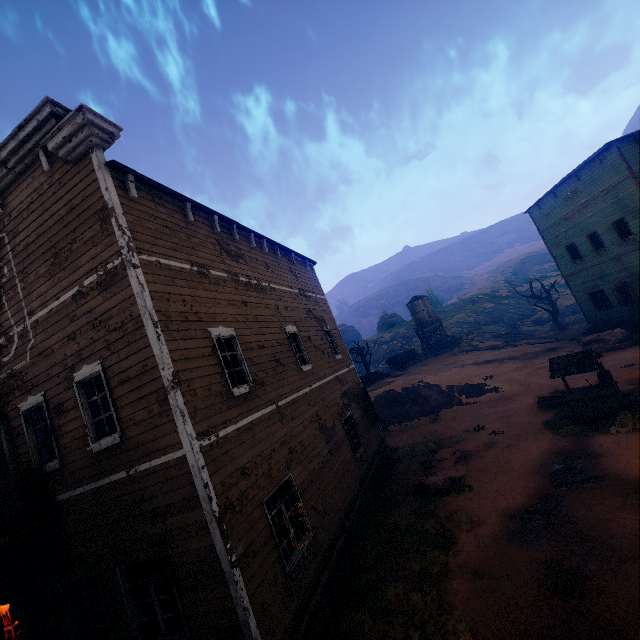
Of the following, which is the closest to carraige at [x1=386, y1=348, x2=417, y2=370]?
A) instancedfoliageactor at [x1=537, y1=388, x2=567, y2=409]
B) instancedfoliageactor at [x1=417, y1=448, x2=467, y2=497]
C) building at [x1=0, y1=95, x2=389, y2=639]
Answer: building at [x1=0, y1=95, x2=389, y2=639]

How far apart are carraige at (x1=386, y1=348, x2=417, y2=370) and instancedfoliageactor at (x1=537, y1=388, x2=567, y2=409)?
18.1m

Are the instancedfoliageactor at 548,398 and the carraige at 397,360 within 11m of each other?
no

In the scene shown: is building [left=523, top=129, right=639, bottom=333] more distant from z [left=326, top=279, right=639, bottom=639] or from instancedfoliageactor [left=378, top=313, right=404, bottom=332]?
instancedfoliageactor [left=378, top=313, right=404, bottom=332]

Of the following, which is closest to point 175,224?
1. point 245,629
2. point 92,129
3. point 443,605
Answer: point 92,129

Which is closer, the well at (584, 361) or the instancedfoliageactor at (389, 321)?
the well at (584, 361)

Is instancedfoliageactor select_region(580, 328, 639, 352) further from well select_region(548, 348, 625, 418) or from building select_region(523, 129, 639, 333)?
well select_region(548, 348, 625, 418)

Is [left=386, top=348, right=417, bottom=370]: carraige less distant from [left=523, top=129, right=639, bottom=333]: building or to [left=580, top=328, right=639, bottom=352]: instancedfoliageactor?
[left=523, top=129, right=639, bottom=333]: building
